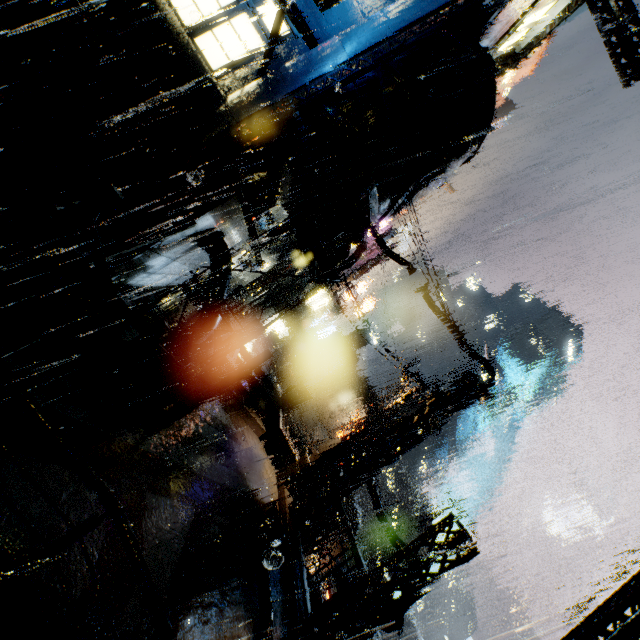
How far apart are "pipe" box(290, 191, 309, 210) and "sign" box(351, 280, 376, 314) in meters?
24.2 m

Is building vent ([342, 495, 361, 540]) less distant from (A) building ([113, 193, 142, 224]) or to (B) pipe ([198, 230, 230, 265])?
(A) building ([113, 193, 142, 224])

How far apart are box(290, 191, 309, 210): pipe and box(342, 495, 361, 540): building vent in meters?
22.1 m

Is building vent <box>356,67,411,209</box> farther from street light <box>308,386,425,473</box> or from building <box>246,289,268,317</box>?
street light <box>308,386,425,473</box>

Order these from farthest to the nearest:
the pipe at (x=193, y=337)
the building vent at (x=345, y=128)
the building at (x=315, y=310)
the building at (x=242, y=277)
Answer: the building at (x=315, y=310) → the building at (x=242, y=277) → the pipe at (x=193, y=337) → the building vent at (x=345, y=128)

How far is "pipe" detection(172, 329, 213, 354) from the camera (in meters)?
12.86

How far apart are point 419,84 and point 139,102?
10.2 meters

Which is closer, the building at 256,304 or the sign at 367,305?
the building at 256,304
